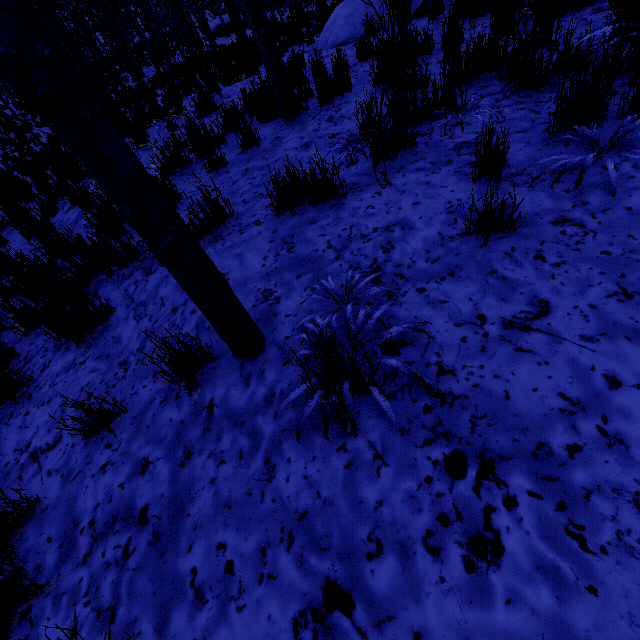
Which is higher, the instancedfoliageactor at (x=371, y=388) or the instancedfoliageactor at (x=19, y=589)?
the instancedfoliageactor at (x=371, y=388)

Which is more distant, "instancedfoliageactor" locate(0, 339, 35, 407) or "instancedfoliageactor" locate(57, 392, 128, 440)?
"instancedfoliageactor" locate(0, 339, 35, 407)

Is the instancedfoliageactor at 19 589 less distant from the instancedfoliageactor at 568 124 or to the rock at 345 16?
the instancedfoliageactor at 568 124

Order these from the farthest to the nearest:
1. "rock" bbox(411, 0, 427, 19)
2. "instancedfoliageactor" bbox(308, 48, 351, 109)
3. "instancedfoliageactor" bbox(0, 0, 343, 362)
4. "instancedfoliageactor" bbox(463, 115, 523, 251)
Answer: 1. "rock" bbox(411, 0, 427, 19)
2. "instancedfoliageactor" bbox(308, 48, 351, 109)
3. "instancedfoliageactor" bbox(463, 115, 523, 251)
4. "instancedfoliageactor" bbox(0, 0, 343, 362)

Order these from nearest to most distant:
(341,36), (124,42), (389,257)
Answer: (389,257) → (341,36) → (124,42)

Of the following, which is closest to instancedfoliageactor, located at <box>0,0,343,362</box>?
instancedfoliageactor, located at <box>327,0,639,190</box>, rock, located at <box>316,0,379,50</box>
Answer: instancedfoliageactor, located at <box>327,0,639,190</box>

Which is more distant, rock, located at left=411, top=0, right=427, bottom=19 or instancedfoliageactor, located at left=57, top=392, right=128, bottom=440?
rock, located at left=411, top=0, right=427, bottom=19
